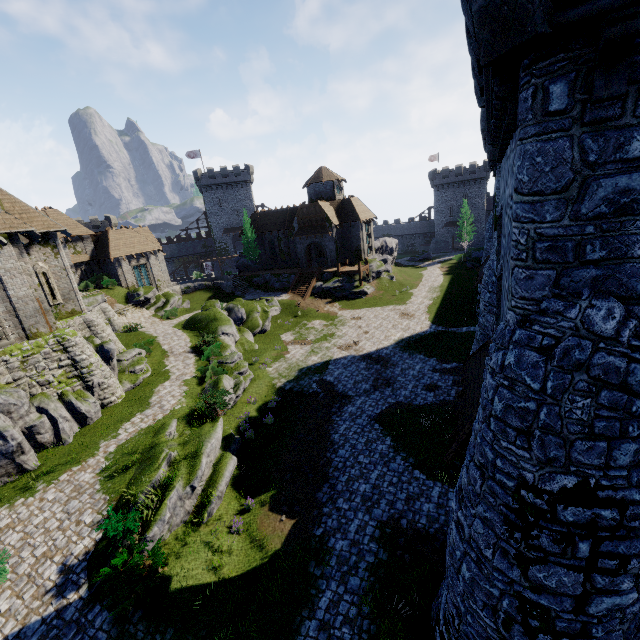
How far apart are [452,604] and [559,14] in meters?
11.6

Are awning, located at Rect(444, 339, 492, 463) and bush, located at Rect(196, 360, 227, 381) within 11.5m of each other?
no

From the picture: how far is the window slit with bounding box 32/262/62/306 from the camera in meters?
20.2 m

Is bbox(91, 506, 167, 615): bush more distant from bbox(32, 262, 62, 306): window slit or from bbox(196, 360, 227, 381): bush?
bbox(32, 262, 62, 306): window slit

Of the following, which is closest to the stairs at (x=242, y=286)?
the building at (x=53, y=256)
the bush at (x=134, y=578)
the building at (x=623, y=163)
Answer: the building at (x=53, y=256)

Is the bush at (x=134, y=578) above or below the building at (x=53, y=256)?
below

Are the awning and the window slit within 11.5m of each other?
no

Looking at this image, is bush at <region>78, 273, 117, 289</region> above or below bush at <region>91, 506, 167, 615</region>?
above
